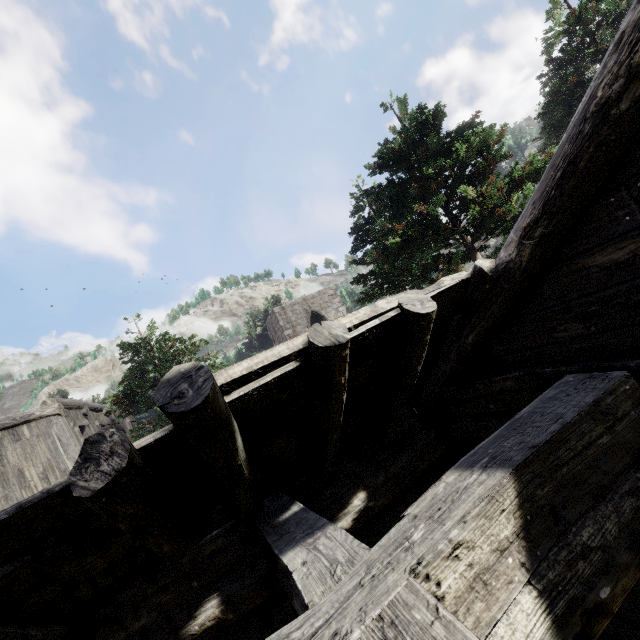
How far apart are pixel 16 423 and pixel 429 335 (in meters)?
12.57
